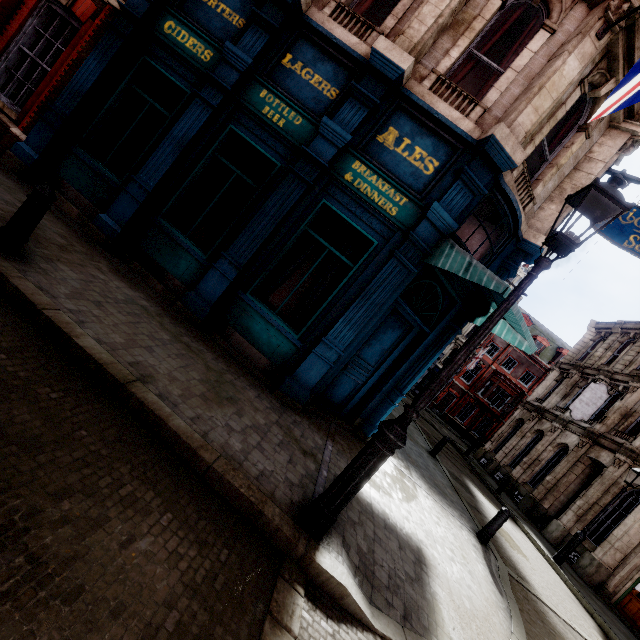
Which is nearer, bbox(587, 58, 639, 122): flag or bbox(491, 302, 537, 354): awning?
bbox(587, 58, 639, 122): flag

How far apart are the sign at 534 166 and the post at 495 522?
7.6m

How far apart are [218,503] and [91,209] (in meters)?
6.83

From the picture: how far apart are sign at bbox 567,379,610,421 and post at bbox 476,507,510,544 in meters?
13.9 m

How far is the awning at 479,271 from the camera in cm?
502

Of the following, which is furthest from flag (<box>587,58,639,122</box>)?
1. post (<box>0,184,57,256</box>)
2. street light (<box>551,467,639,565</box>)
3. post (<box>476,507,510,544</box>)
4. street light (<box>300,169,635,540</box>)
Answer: street light (<box>551,467,639,565</box>)

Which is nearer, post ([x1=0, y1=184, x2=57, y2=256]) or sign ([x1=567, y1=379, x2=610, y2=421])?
post ([x1=0, y1=184, x2=57, y2=256])

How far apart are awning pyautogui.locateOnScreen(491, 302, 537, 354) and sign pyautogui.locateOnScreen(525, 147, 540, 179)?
2.5m
